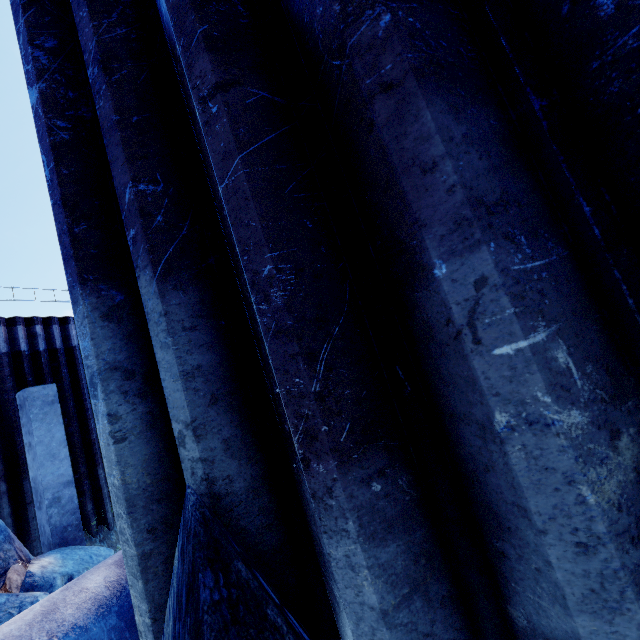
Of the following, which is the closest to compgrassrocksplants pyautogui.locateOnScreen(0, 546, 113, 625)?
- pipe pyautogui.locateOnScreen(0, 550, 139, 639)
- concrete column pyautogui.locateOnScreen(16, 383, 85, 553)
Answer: concrete column pyautogui.locateOnScreen(16, 383, 85, 553)

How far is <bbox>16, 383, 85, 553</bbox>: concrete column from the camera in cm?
739

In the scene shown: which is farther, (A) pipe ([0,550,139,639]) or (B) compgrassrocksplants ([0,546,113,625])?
(B) compgrassrocksplants ([0,546,113,625])

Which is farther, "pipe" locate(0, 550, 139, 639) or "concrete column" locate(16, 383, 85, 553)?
"concrete column" locate(16, 383, 85, 553)

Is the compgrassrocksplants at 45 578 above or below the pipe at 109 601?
below

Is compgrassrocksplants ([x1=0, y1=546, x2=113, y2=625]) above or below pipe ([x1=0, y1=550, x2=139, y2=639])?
below

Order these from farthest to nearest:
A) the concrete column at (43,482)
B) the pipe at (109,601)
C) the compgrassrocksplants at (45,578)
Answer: the concrete column at (43,482)
the compgrassrocksplants at (45,578)
the pipe at (109,601)

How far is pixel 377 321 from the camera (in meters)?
0.91
